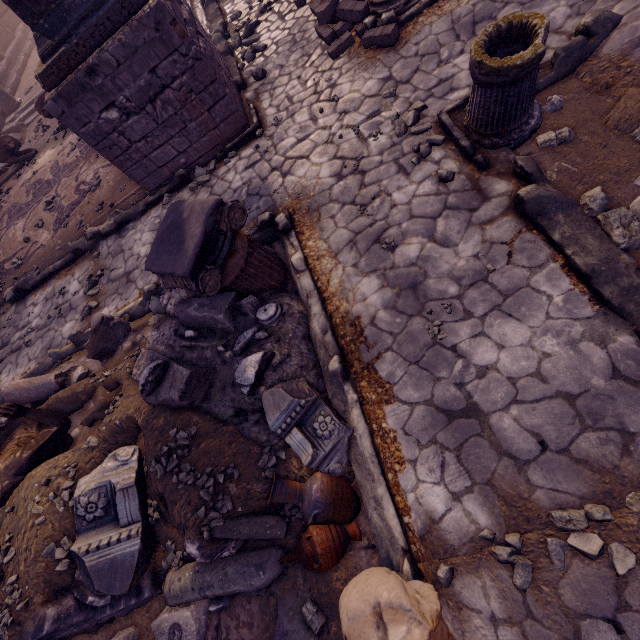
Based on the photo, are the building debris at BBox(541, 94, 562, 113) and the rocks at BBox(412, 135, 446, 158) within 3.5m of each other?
yes

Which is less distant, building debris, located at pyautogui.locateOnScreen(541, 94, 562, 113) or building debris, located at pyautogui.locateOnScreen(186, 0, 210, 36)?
building debris, located at pyautogui.locateOnScreen(541, 94, 562, 113)

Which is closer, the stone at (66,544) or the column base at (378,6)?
the stone at (66,544)

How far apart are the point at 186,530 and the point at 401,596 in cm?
172

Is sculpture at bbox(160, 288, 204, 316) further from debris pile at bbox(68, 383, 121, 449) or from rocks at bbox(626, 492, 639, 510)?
rocks at bbox(626, 492, 639, 510)

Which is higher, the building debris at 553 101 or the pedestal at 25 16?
the pedestal at 25 16

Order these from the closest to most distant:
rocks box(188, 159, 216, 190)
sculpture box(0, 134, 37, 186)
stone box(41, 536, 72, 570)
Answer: stone box(41, 536, 72, 570) → rocks box(188, 159, 216, 190) → sculpture box(0, 134, 37, 186)

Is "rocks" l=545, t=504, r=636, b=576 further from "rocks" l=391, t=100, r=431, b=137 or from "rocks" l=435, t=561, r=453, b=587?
"rocks" l=391, t=100, r=431, b=137
